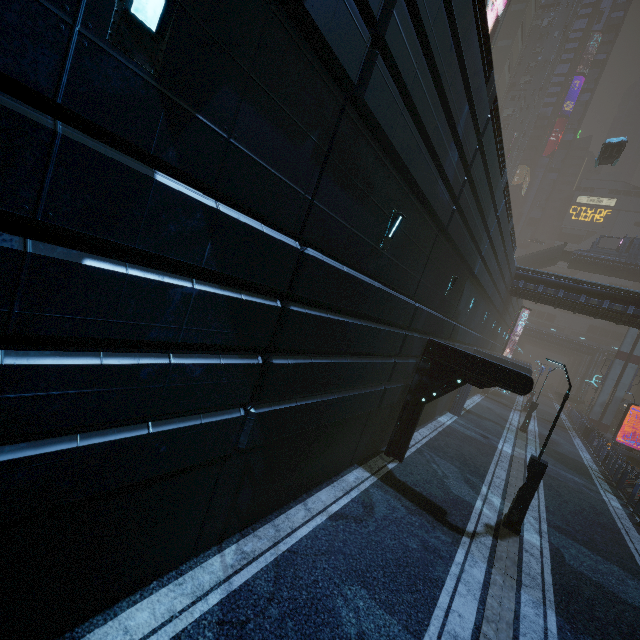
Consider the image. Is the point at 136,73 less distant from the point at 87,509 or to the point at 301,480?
the point at 87,509

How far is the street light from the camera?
10.1m

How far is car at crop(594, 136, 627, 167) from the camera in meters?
27.8 m

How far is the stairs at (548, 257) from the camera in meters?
44.7

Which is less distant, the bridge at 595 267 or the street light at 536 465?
the street light at 536 465

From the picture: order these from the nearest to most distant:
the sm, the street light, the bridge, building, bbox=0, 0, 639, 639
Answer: building, bbox=0, 0, 639, 639 < the street light < the sm < the bridge

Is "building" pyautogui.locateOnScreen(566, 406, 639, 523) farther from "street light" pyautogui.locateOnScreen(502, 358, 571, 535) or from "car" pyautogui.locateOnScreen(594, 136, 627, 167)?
"car" pyautogui.locateOnScreen(594, 136, 627, 167)

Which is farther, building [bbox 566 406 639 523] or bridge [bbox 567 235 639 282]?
bridge [bbox 567 235 639 282]
